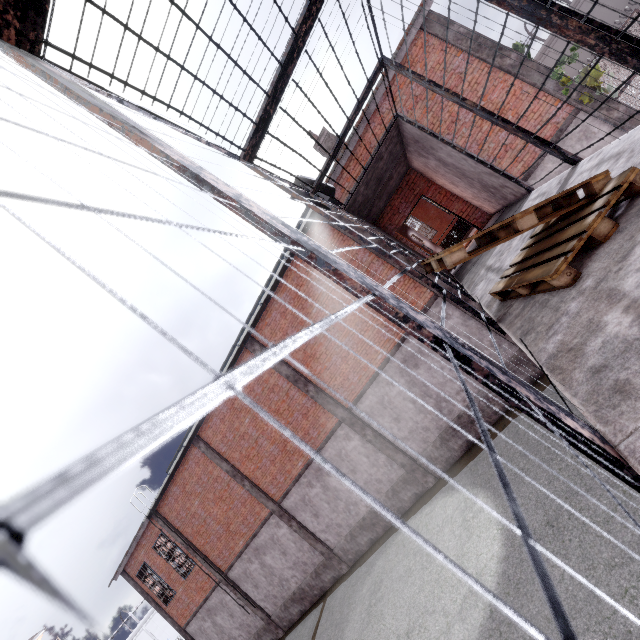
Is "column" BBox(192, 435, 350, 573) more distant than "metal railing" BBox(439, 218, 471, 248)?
No

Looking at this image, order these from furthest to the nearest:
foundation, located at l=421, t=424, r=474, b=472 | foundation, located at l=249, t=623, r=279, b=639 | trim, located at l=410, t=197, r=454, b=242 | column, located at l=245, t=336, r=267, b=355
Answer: trim, located at l=410, t=197, r=454, b=242 → foundation, located at l=249, t=623, r=279, b=639 → column, located at l=245, t=336, r=267, b=355 → foundation, located at l=421, t=424, r=474, b=472

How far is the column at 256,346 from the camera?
13.0m

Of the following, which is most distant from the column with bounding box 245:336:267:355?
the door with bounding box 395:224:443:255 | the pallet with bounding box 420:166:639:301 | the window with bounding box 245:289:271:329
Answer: the pallet with bounding box 420:166:639:301

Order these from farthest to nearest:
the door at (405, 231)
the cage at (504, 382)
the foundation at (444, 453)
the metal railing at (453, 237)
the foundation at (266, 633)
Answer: the foundation at (266, 633)
the metal railing at (453, 237)
the foundation at (444, 453)
the door at (405, 231)
the cage at (504, 382)

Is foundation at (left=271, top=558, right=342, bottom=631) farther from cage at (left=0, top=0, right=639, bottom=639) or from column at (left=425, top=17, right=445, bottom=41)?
column at (left=425, top=17, right=445, bottom=41)

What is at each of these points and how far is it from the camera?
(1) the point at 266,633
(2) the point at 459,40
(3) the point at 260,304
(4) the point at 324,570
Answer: (1) foundation, 16.22m
(2) column, 8.95m
(3) window, 11.91m
(4) foundation, 14.22m

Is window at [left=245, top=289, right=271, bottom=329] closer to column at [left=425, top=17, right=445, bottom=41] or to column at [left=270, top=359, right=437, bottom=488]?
column at [left=270, top=359, right=437, bottom=488]
